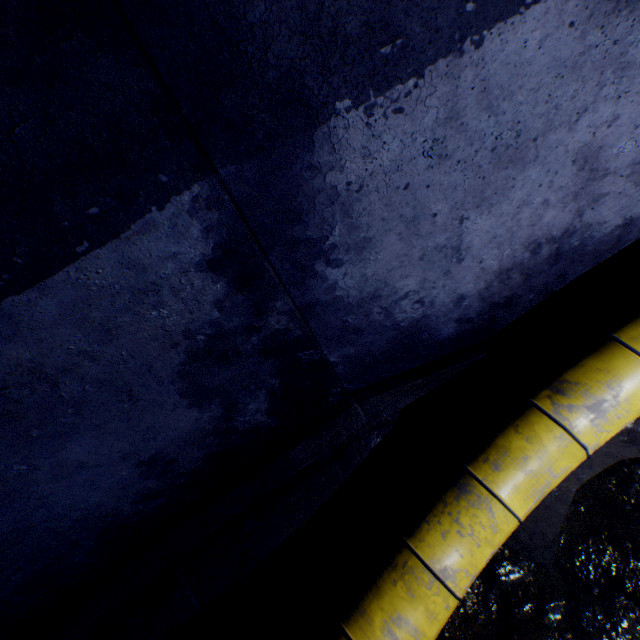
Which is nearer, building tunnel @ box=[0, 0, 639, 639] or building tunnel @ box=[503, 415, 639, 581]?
building tunnel @ box=[0, 0, 639, 639]

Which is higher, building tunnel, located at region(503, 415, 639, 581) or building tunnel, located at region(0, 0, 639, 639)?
building tunnel, located at region(0, 0, 639, 639)

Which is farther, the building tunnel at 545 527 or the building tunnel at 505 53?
the building tunnel at 545 527

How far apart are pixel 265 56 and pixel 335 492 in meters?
2.2

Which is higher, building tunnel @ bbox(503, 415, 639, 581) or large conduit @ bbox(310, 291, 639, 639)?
large conduit @ bbox(310, 291, 639, 639)

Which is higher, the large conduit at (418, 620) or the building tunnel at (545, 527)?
the large conduit at (418, 620)
